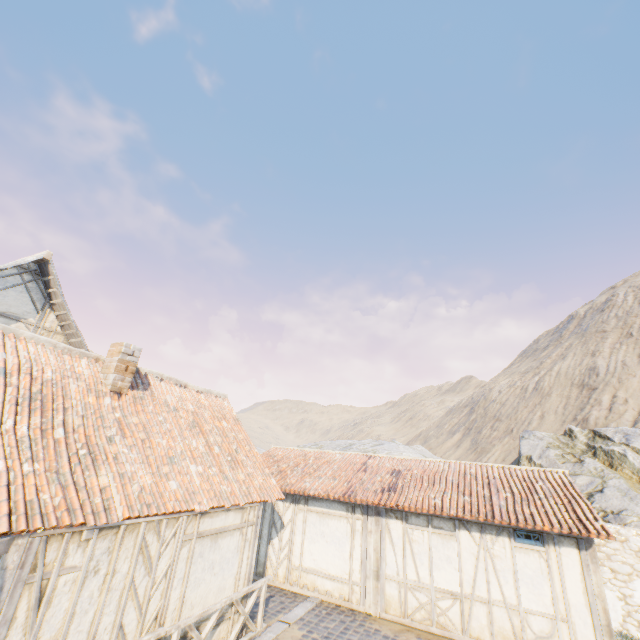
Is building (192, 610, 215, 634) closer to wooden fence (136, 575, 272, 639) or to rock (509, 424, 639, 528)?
wooden fence (136, 575, 272, 639)

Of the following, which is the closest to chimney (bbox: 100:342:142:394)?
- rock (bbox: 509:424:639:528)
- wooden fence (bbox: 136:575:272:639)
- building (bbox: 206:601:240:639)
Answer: building (bbox: 206:601:240:639)

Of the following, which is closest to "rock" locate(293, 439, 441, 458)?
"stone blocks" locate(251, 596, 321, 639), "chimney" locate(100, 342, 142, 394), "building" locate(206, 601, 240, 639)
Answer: "stone blocks" locate(251, 596, 321, 639)

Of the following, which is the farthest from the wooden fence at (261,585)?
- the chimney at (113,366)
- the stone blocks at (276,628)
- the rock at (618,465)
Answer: the rock at (618,465)

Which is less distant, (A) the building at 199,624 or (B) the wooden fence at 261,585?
(B) the wooden fence at 261,585

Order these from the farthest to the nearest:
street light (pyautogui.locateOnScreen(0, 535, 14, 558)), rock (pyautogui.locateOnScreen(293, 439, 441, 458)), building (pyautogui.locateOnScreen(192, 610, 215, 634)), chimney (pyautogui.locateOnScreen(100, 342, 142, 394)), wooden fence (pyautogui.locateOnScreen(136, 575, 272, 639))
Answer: rock (pyautogui.locateOnScreen(293, 439, 441, 458)) < chimney (pyautogui.locateOnScreen(100, 342, 142, 394)) < building (pyautogui.locateOnScreen(192, 610, 215, 634)) < wooden fence (pyautogui.locateOnScreen(136, 575, 272, 639)) < street light (pyautogui.locateOnScreen(0, 535, 14, 558))

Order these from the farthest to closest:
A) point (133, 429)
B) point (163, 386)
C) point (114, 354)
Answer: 1. point (163, 386)
2. point (114, 354)
3. point (133, 429)
